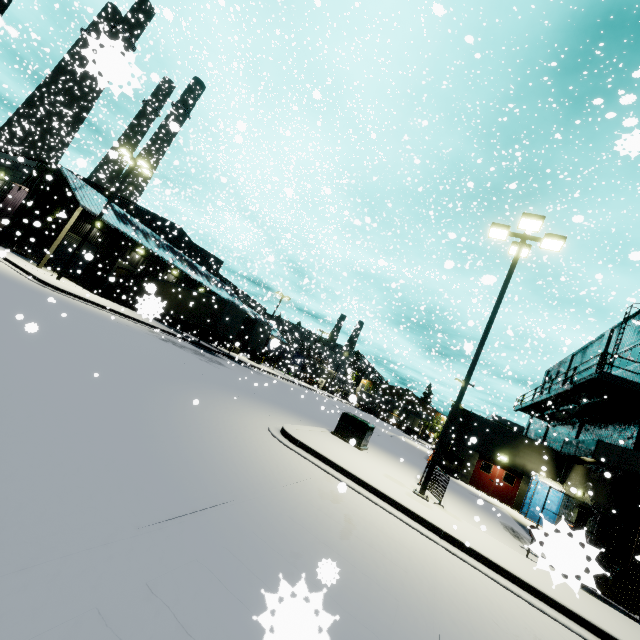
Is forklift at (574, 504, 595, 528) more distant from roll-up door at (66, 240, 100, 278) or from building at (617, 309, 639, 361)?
roll-up door at (66, 240, 100, 278)

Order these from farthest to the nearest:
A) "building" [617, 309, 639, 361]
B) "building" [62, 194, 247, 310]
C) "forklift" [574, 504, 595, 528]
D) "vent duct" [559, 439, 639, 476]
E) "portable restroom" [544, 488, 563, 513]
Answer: "building" [62, 194, 247, 310] → "portable restroom" [544, 488, 563, 513] → "building" [617, 309, 639, 361] → "vent duct" [559, 439, 639, 476] → "forklift" [574, 504, 595, 528]

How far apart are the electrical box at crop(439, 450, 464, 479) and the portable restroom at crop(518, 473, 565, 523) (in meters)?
4.01

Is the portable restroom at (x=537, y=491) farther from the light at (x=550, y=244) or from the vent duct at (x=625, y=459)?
the light at (x=550, y=244)

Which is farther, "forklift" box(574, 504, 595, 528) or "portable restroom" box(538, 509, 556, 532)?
"forklift" box(574, 504, 595, 528)

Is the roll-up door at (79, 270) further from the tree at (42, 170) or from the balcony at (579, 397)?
the balcony at (579, 397)

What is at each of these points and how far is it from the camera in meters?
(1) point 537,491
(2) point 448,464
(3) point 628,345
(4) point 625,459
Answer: (1) portable restroom, 20.8
(2) electrical box, 23.7
(3) building, 20.7
(4) vent duct, 14.9

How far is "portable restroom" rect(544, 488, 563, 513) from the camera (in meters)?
20.30
